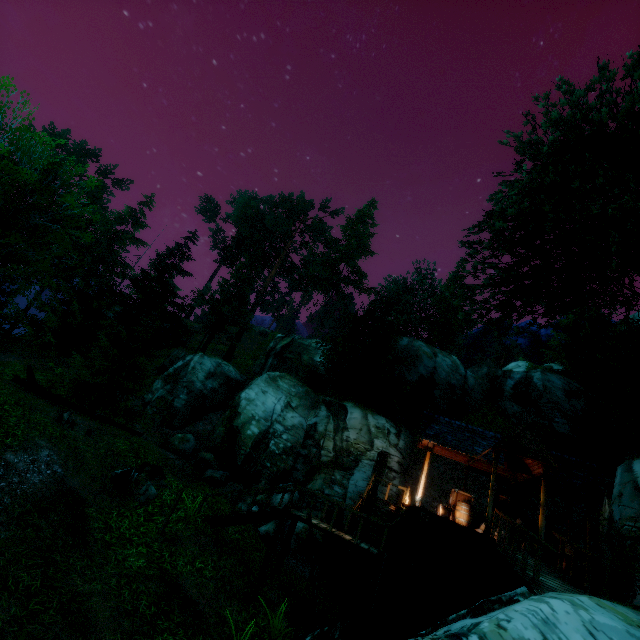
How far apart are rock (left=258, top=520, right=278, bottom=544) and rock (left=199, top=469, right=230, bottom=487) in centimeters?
309cm

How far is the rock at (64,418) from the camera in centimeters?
1134cm

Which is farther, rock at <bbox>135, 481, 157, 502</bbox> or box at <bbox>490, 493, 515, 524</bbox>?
box at <bbox>490, 493, 515, 524</bbox>

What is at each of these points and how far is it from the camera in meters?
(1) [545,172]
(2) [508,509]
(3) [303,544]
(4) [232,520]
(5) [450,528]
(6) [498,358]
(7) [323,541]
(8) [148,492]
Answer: (1) tree, 14.1
(2) box, 14.4
(3) rock, 15.1
(4) stairs, 11.2
(5) wooden platform, 11.6
(6) tree, 59.9
(7) rock, 15.3
(8) rock, 10.7

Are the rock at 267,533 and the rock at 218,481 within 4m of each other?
yes

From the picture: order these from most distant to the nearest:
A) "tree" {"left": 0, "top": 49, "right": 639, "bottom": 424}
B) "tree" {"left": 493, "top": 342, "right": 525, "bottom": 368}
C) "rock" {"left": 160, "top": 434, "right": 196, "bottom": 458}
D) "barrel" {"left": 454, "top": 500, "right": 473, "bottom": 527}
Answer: "tree" {"left": 493, "top": 342, "right": 525, "bottom": 368} < "rock" {"left": 160, "top": 434, "right": 196, "bottom": 458} < "barrel" {"left": 454, "top": 500, "right": 473, "bottom": 527} < "tree" {"left": 0, "top": 49, "right": 639, "bottom": 424}

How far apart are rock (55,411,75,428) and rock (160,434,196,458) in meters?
8.6 m

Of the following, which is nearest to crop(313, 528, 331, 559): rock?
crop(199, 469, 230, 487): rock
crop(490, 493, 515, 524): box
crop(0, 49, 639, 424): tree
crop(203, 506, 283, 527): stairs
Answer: crop(199, 469, 230, 487): rock
